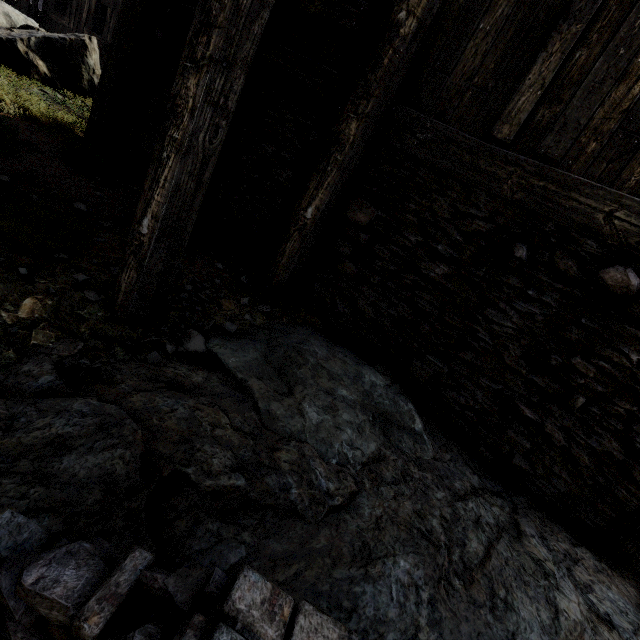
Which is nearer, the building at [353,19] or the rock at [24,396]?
the rock at [24,396]

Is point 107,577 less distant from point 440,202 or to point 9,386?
point 9,386

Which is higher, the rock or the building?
the building

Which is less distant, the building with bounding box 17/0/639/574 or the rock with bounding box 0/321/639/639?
the rock with bounding box 0/321/639/639

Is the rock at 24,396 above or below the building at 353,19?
Result: below
